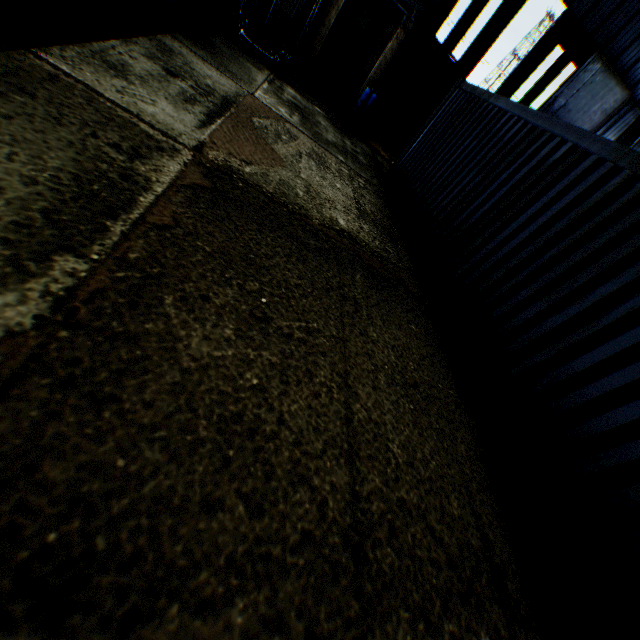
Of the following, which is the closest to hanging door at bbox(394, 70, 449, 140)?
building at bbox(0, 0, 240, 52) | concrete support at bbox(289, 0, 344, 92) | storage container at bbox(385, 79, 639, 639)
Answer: building at bbox(0, 0, 240, 52)

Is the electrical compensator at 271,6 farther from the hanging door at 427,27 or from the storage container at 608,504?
the hanging door at 427,27

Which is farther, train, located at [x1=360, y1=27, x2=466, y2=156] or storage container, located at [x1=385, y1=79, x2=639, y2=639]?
train, located at [x1=360, y1=27, x2=466, y2=156]

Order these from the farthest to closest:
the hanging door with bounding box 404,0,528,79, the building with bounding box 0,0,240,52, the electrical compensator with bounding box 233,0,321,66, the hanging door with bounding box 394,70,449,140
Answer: the hanging door with bounding box 394,70,449,140 < the hanging door with bounding box 404,0,528,79 < the electrical compensator with bounding box 233,0,321,66 < the building with bounding box 0,0,240,52

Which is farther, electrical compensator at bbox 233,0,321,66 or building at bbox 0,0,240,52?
electrical compensator at bbox 233,0,321,66

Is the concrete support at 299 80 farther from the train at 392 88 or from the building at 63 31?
the building at 63 31

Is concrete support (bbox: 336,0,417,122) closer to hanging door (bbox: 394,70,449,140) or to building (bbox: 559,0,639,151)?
building (bbox: 559,0,639,151)

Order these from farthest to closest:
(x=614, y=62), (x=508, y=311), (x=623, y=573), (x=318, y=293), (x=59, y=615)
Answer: (x=614, y=62), (x=508, y=311), (x=318, y=293), (x=623, y=573), (x=59, y=615)
